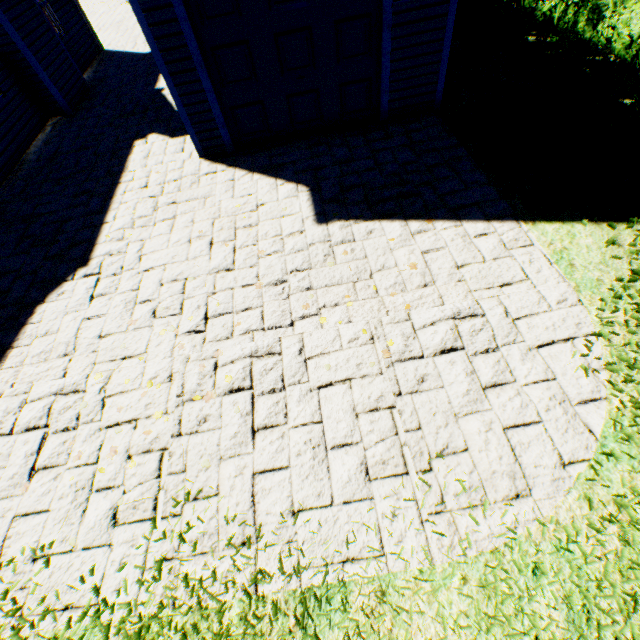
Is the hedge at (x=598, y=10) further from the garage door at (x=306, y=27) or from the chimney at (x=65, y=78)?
the chimney at (x=65, y=78)

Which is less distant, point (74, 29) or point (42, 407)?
point (42, 407)

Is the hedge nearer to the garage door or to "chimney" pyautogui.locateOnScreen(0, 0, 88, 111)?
the garage door

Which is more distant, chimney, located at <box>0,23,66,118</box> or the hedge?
chimney, located at <box>0,23,66,118</box>

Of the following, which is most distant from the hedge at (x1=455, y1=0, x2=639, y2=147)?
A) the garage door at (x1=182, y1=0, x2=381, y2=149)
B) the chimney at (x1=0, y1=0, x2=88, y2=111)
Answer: the chimney at (x1=0, y1=0, x2=88, y2=111)
